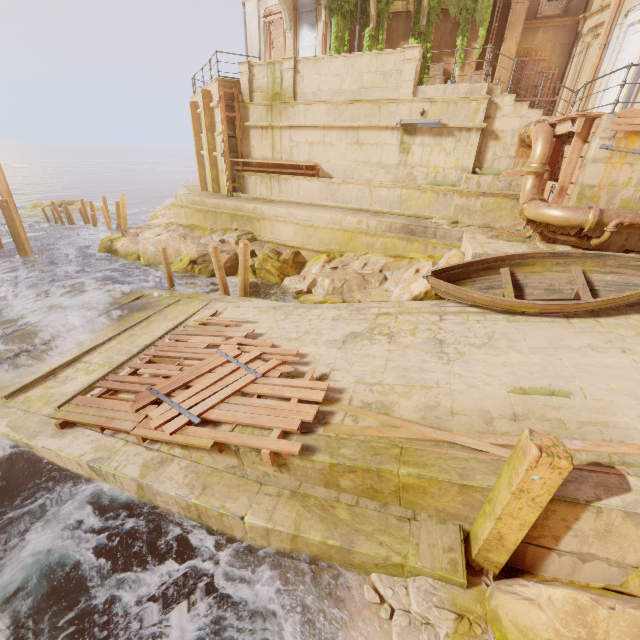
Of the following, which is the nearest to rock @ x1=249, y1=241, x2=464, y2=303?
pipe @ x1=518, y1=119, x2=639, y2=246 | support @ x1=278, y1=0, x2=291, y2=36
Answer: pipe @ x1=518, y1=119, x2=639, y2=246

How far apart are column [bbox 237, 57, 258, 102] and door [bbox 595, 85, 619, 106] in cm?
1480

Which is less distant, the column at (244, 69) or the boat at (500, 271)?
the boat at (500, 271)

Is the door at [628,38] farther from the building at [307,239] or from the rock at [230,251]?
the rock at [230,251]

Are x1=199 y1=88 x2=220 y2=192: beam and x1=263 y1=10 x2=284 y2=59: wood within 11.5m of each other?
yes

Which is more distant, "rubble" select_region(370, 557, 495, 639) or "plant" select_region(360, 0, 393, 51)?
"plant" select_region(360, 0, 393, 51)

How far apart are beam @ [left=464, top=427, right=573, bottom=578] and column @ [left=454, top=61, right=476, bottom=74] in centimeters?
1769cm

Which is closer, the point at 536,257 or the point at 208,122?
the point at 536,257
